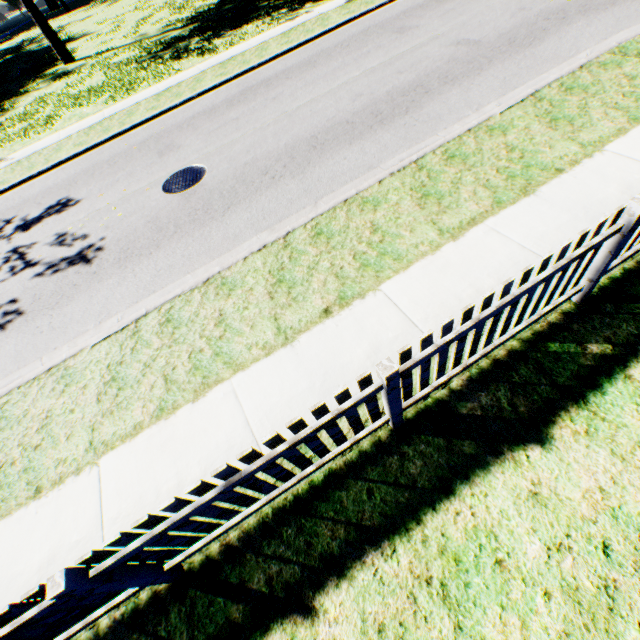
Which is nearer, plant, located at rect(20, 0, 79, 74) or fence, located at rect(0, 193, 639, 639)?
fence, located at rect(0, 193, 639, 639)

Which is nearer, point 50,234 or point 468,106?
point 468,106

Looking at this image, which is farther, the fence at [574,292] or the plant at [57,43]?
the plant at [57,43]
